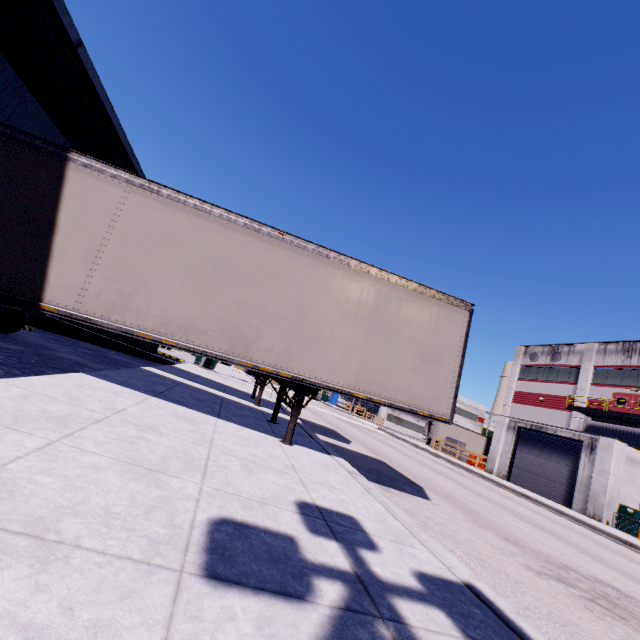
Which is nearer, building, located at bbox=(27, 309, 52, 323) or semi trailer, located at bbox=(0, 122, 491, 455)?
semi trailer, located at bbox=(0, 122, 491, 455)

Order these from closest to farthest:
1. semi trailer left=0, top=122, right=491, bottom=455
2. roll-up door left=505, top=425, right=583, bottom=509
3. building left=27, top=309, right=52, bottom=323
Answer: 1. semi trailer left=0, top=122, right=491, bottom=455
2. building left=27, top=309, right=52, bottom=323
3. roll-up door left=505, top=425, right=583, bottom=509

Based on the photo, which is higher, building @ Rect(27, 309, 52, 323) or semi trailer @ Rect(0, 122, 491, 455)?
semi trailer @ Rect(0, 122, 491, 455)

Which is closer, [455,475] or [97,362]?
[97,362]

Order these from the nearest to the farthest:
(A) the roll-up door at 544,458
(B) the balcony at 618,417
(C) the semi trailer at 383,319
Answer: (C) the semi trailer at 383,319 → (A) the roll-up door at 544,458 → (B) the balcony at 618,417

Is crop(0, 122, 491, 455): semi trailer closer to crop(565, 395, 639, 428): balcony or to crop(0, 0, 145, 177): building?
crop(0, 0, 145, 177): building

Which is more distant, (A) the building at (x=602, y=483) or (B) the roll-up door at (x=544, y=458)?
(B) the roll-up door at (x=544, y=458)

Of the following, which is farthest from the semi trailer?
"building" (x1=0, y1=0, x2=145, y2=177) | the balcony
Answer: the balcony
